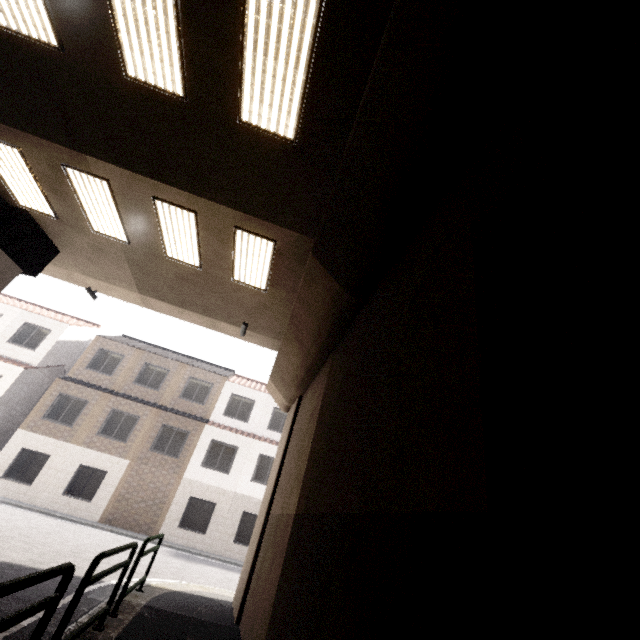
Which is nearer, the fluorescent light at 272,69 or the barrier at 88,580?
the barrier at 88,580

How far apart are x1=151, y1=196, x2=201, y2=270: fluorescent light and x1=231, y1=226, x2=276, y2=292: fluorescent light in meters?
0.8

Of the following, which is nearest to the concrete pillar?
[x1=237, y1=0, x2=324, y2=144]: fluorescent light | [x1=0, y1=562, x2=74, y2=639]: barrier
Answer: [x1=237, y1=0, x2=324, y2=144]: fluorescent light

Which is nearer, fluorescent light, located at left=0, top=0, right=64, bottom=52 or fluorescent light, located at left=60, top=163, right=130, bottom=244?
fluorescent light, located at left=0, top=0, right=64, bottom=52

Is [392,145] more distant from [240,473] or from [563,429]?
[240,473]

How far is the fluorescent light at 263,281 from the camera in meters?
7.3 m

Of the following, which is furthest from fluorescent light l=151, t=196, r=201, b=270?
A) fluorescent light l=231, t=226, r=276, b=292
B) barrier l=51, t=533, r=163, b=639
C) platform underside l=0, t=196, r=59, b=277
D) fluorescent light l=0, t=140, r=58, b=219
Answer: barrier l=51, t=533, r=163, b=639

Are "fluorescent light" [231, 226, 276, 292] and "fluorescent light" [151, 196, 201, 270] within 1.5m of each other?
yes
